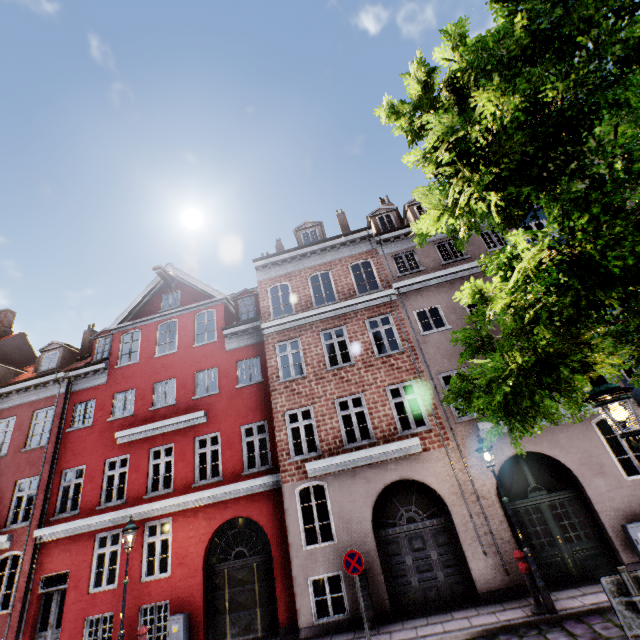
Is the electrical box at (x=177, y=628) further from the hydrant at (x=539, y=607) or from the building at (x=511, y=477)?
the hydrant at (x=539, y=607)

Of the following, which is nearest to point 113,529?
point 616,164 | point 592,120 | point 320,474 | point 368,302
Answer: point 320,474

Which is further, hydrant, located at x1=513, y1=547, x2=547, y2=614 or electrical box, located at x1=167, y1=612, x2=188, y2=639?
electrical box, located at x1=167, y1=612, x2=188, y2=639

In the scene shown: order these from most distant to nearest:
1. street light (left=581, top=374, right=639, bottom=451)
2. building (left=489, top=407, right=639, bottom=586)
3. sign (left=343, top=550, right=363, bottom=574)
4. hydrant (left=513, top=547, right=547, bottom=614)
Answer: building (left=489, top=407, right=639, bottom=586) < sign (left=343, top=550, right=363, bottom=574) < hydrant (left=513, top=547, right=547, bottom=614) < street light (left=581, top=374, right=639, bottom=451)

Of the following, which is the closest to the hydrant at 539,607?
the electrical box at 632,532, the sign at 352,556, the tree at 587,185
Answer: the electrical box at 632,532

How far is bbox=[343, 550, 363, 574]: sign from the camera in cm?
845

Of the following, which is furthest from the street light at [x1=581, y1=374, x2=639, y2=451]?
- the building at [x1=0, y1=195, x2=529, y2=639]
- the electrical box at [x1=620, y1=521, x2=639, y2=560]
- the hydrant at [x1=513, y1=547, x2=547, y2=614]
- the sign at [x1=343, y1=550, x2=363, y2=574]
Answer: the sign at [x1=343, y1=550, x2=363, y2=574]

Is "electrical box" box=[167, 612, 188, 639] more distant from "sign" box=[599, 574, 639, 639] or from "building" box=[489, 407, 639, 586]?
"sign" box=[599, 574, 639, 639]
